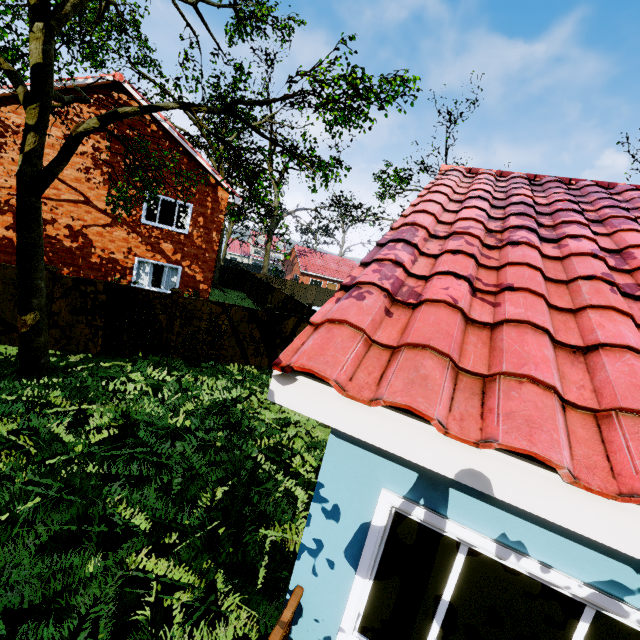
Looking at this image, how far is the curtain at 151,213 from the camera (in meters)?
14.74

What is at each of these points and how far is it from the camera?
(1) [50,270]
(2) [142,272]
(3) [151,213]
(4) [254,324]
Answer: (1) fence post, 9.43m
(2) curtain, 15.27m
(3) curtain, 14.84m
(4) fence, 12.16m

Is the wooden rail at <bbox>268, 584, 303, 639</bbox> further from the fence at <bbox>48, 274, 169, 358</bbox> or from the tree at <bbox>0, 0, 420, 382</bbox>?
the tree at <bbox>0, 0, 420, 382</bbox>

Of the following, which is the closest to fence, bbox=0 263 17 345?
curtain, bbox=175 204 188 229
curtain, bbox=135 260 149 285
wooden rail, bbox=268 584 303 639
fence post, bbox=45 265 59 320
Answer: fence post, bbox=45 265 59 320

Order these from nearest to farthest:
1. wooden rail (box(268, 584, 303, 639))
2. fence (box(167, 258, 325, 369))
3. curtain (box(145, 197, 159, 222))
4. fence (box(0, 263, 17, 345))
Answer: wooden rail (box(268, 584, 303, 639)) → fence (box(0, 263, 17, 345)) → fence (box(167, 258, 325, 369)) → curtain (box(145, 197, 159, 222))

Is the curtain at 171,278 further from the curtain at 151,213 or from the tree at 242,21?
the tree at 242,21

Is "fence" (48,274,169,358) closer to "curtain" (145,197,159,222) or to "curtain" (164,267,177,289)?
"curtain" (164,267,177,289)

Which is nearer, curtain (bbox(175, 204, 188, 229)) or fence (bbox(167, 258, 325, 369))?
fence (bbox(167, 258, 325, 369))
